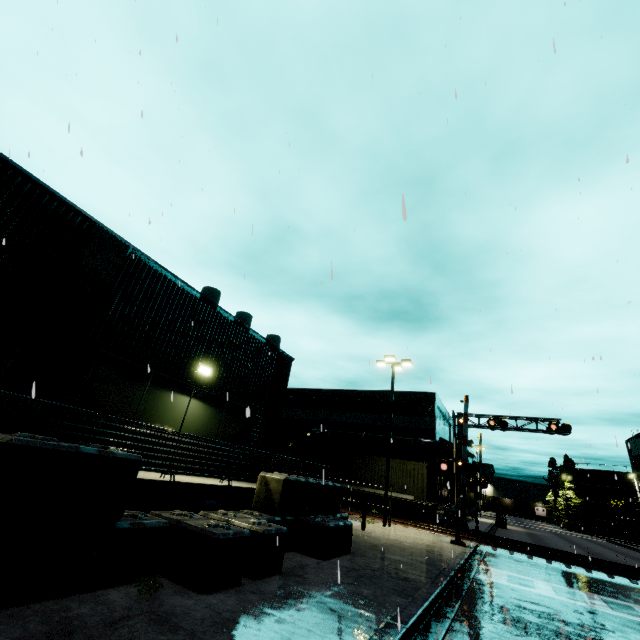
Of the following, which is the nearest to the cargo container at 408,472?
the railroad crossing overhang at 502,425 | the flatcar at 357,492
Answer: the flatcar at 357,492

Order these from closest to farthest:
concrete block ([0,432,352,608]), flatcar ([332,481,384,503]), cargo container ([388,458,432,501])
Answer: concrete block ([0,432,352,608]), cargo container ([388,458,432,501]), flatcar ([332,481,384,503])

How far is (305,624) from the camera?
4.8m

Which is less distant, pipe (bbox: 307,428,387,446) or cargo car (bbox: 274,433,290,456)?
pipe (bbox: 307,428,387,446)

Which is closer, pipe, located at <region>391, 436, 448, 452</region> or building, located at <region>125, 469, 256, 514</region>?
building, located at <region>125, 469, 256, 514</region>

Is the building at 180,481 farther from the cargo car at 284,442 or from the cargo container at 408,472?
the cargo car at 284,442

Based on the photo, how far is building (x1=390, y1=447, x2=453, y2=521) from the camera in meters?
27.6 m

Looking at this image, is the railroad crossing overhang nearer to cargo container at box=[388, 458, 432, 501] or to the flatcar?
cargo container at box=[388, 458, 432, 501]
